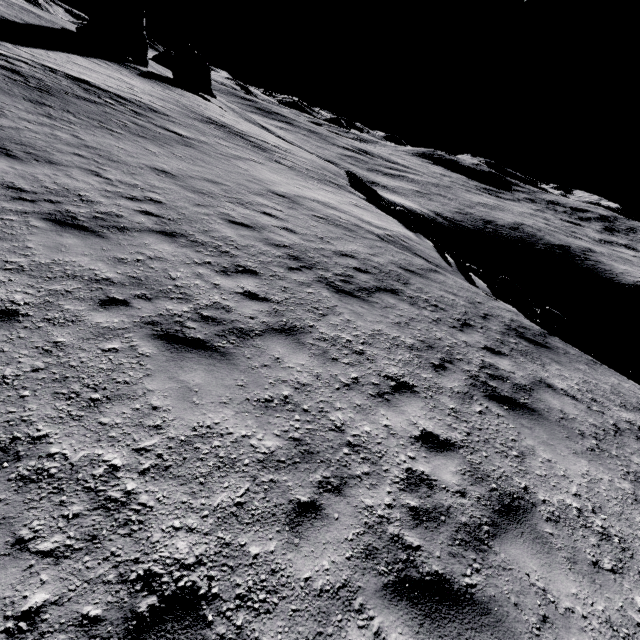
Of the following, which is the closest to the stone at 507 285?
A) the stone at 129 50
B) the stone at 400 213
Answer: the stone at 400 213

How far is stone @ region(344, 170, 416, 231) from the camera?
19.8 meters

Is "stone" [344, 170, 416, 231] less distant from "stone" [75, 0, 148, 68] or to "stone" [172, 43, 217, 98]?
"stone" [75, 0, 148, 68]

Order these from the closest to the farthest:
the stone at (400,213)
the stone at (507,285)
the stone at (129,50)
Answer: the stone at (507,285)
the stone at (400,213)
the stone at (129,50)

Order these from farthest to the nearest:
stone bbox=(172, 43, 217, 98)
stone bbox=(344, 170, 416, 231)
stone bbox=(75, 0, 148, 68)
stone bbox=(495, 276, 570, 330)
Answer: stone bbox=(172, 43, 217, 98) < stone bbox=(75, 0, 148, 68) < stone bbox=(344, 170, 416, 231) < stone bbox=(495, 276, 570, 330)

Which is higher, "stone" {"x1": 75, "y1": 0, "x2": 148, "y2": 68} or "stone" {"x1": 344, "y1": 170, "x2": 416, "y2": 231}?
"stone" {"x1": 75, "y1": 0, "x2": 148, "y2": 68}

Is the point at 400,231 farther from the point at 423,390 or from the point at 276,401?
the point at 276,401

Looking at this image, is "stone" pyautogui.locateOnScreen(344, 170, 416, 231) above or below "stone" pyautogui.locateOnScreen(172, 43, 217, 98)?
below
